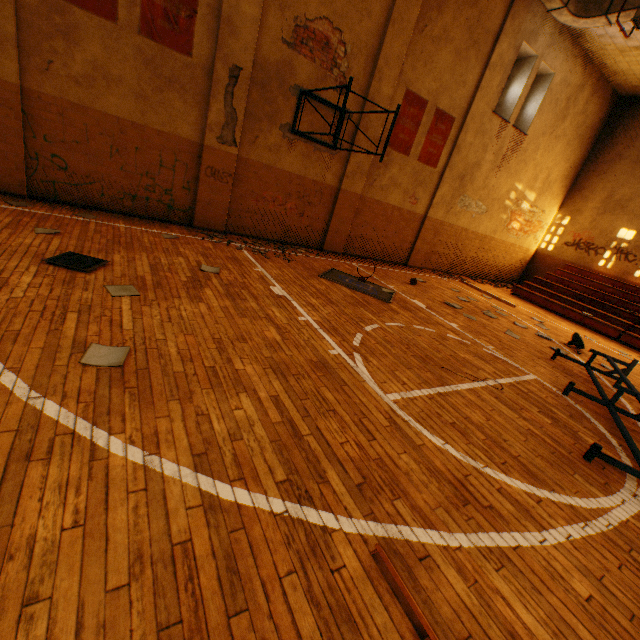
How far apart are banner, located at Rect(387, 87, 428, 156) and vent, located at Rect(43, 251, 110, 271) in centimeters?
855cm

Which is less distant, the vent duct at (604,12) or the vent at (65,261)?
the vent at (65,261)

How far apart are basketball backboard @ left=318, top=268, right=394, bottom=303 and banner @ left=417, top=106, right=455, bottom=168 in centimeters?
516cm

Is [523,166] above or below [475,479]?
above

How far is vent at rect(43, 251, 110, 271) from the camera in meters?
4.3 m

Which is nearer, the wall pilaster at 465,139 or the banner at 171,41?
the banner at 171,41

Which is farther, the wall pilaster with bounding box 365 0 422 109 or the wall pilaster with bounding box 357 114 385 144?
the wall pilaster with bounding box 357 114 385 144

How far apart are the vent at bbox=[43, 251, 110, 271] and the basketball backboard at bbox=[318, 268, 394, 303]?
4.25m
